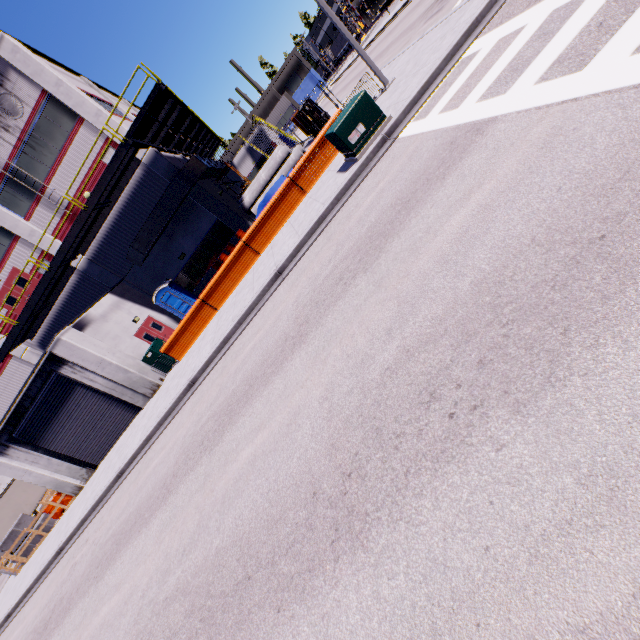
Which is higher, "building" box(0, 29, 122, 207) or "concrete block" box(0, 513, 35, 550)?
"building" box(0, 29, 122, 207)

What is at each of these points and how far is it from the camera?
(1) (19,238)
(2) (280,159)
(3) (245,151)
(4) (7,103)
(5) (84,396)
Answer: (1) building, 19.25m
(2) concrete pipe, 23.42m
(3) building, 40.38m
(4) vent, 16.62m
(5) roll-up door, 15.97m

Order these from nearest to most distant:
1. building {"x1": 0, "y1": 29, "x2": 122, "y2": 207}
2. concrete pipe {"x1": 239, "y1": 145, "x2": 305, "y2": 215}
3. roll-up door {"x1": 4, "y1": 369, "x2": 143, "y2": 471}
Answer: roll-up door {"x1": 4, "y1": 369, "x2": 143, "y2": 471}
building {"x1": 0, "y1": 29, "x2": 122, "y2": 207}
concrete pipe {"x1": 239, "y1": 145, "x2": 305, "y2": 215}

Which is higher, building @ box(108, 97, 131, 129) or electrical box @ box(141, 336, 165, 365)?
building @ box(108, 97, 131, 129)

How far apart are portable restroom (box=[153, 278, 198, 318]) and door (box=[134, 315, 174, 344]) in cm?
73

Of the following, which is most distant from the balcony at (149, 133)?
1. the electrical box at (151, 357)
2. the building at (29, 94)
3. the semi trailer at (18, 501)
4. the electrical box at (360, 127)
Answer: the electrical box at (360, 127)

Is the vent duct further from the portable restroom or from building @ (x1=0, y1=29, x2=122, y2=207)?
the portable restroom

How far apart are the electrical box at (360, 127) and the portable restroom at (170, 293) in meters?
14.2 m
